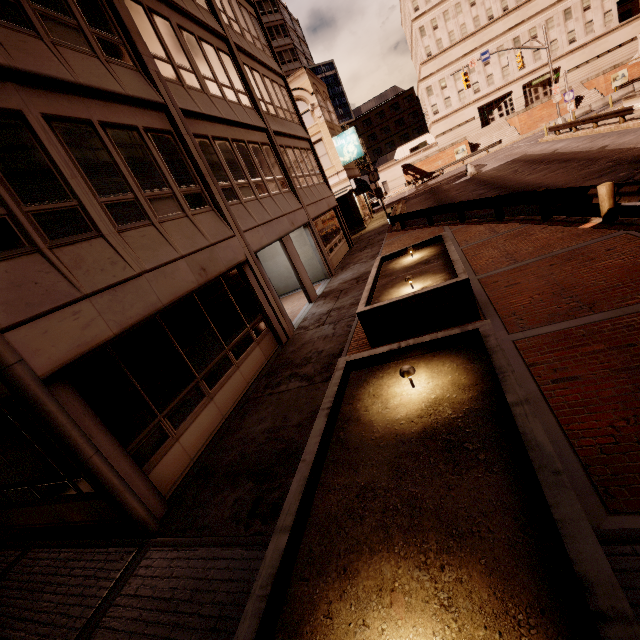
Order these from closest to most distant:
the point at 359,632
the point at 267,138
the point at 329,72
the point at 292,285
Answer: the point at 359,632
the point at 267,138
the point at 292,285
the point at 329,72

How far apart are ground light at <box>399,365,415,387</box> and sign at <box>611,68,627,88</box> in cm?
6406

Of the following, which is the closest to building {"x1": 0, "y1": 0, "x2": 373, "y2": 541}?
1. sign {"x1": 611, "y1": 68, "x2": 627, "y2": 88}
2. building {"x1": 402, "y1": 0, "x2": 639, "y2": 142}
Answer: building {"x1": 402, "y1": 0, "x2": 639, "y2": 142}

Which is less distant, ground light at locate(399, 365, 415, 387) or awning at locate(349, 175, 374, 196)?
ground light at locate(399, 365, 415, 387)

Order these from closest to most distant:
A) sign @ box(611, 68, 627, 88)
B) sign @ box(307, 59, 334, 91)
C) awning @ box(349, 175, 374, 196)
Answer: awning @ box(349, 175, 374, 196)
sign @ box(611, 68, 627, 88)
sign @ box(307, 59, 334, 91)

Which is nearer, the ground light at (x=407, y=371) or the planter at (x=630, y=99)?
the ground light at (x=407, y=371)

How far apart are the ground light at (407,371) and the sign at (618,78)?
64.1m

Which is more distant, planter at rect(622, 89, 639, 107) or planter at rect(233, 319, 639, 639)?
planter at rect(622, 89, 639, 107)
